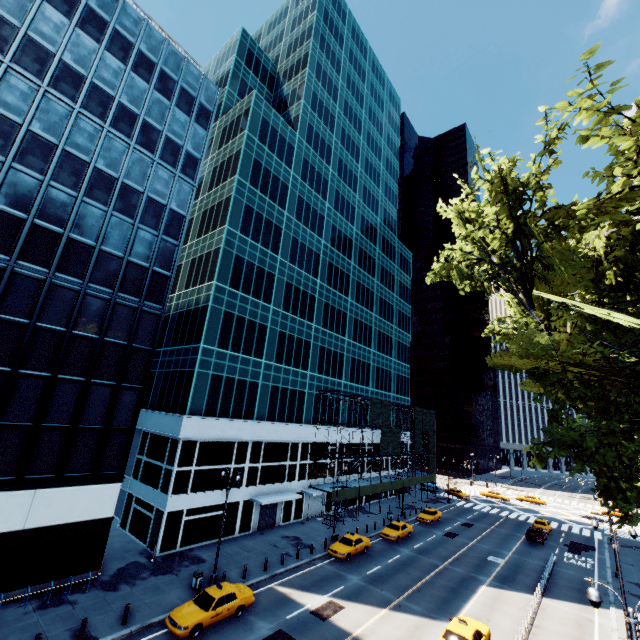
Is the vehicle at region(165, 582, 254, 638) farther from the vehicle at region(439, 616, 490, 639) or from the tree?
the tree

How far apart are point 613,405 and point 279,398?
30.6m

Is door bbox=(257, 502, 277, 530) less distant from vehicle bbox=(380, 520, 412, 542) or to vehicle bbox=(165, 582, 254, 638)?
vehicle bbox=(380, 520, 412, 542)

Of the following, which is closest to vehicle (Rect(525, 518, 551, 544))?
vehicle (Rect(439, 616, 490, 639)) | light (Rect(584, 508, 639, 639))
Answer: light (Rect(584, 508, 639, 639))

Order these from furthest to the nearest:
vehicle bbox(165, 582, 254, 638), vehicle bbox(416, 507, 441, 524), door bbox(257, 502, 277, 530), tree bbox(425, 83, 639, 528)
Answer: vehicle bbox(416, 507, 441, 524), door bbox(257, 502, 277, 530), vehicle bbox(165, 582, 254, 638), tree bbox(425, 83, 639, 528)

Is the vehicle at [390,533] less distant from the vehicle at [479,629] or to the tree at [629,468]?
the vehicle at [479,629]

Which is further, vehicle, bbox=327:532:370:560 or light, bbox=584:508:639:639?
vehicle, bbox=327:532:370:560

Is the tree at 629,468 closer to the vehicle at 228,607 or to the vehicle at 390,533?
the vehicle at 228,607
